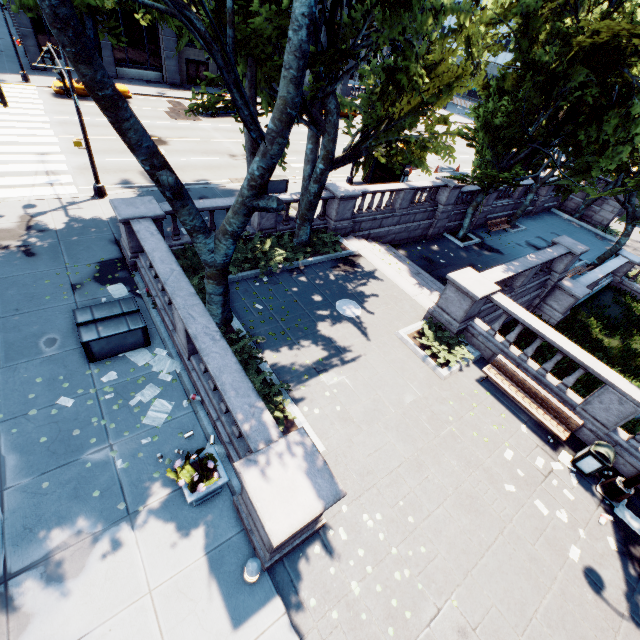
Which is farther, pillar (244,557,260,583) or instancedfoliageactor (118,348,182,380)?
instancedfoliageactor (118,348,182,380)

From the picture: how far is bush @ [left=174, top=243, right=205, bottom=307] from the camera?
11.18m

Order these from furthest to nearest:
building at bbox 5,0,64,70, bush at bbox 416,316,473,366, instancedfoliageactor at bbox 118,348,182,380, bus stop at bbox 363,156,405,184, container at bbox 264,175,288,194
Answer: building at bbox 5,0,64,70 < bus stop at bbox 363,156,405,184 < container at bbox 264,175,288,194 < bush at bbox 416,316,473,366 < instancedfoliageactor at bbox 118,348,182,380

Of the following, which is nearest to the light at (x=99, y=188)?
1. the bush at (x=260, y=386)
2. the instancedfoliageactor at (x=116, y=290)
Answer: the instancedfoliageactor at (x=116, y=290)

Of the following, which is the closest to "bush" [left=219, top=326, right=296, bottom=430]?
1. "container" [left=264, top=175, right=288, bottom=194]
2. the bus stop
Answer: "container" [left=264, top=175, right=288, bottom=194]

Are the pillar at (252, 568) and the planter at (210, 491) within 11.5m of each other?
yes

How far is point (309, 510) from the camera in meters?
5.2

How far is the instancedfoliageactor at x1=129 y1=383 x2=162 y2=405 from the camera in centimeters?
818cm
